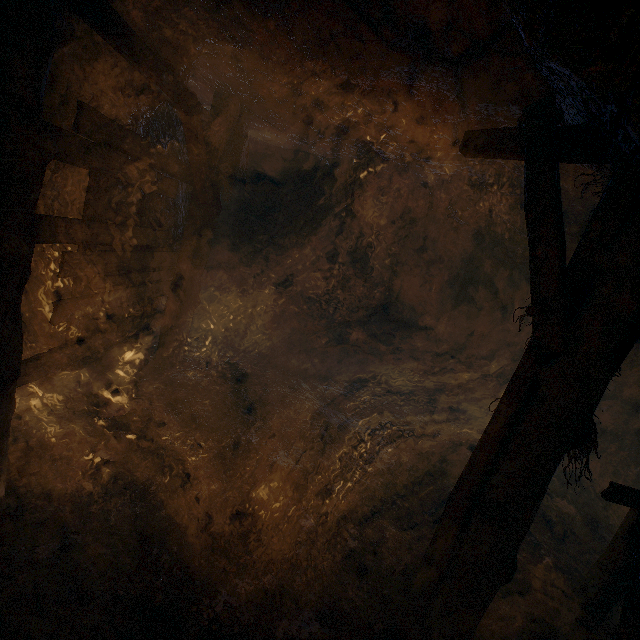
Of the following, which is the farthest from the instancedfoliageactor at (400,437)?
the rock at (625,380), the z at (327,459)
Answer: the rock at (625,380)

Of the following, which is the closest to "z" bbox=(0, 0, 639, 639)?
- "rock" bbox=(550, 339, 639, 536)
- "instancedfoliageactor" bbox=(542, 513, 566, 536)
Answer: "rock" bbox=(550, 339, 639, 536)

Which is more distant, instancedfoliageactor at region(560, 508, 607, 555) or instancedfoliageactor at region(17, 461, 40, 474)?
instancedfoliageactor at region(560, 508, 607, 555)

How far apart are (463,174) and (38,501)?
6.5 meters

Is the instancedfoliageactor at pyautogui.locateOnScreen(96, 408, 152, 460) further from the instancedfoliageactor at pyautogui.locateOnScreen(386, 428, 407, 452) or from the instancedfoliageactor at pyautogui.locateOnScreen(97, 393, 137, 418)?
the instancedfoliageactor at pyautogui.locateOnScreen(386, 428, 407, 452)

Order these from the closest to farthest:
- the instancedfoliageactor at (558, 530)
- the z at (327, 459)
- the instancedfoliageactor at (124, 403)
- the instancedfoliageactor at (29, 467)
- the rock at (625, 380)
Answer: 1. the z at (327, 459)
2. the instancedfoliageactor at (29, 467)
3. the instancedfoliageactor at (124, 403)
4. the instancedfoliageactor at (558, 530)
5. the rock at (625, 380)

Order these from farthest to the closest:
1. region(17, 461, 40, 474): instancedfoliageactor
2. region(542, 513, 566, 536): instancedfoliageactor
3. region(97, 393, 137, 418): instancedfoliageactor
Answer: region(542, 513, 566, 536): instancedfoliageactor < region(97, 393, 137, 418): instancedfoliageactor < region(17, 461, 40, 474): instancedfoliageactor

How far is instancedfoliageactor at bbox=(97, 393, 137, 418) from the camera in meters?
4.1 m
